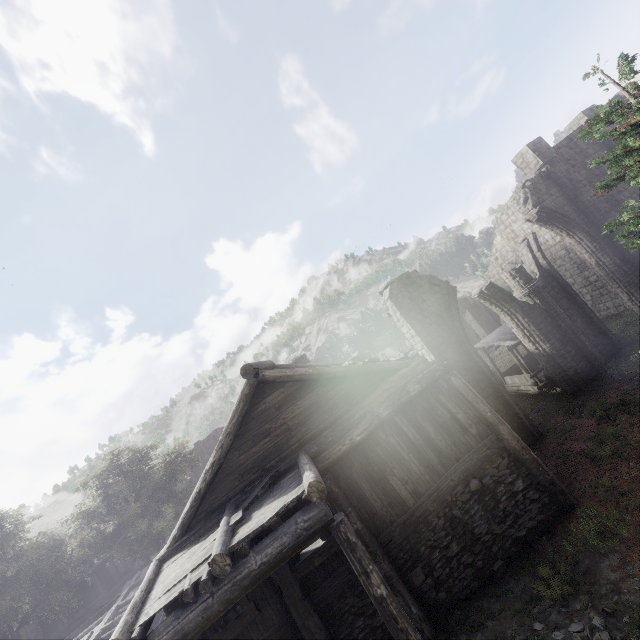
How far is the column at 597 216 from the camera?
17.94m

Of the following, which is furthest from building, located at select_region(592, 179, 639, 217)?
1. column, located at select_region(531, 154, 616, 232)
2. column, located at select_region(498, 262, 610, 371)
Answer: column, located at select_region(498, 262, 610, 371)

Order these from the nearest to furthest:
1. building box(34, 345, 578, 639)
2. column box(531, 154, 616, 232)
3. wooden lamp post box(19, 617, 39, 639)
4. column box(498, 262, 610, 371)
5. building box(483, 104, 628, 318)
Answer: building box(34, 345, 578, 639)
column box(498, 262, 610, 371)
wooden lamp post box(19, 617, 39, 639)
column box(531, 154, 616, 232)
building box(483, 104, 628, 318)

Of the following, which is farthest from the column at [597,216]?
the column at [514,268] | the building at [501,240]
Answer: the column at [514,268]

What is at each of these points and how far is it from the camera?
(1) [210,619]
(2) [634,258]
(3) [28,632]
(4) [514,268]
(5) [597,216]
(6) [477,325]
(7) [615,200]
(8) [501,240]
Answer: (1) building, 6.0m
(2) column, 17.5m
(3) wooden lamp post, 17.4m
(4) column, 15.6m
(5) column, 18.0m
(6) building, 32.0m
(7) building, 19.0m
(8) building, 24.6m

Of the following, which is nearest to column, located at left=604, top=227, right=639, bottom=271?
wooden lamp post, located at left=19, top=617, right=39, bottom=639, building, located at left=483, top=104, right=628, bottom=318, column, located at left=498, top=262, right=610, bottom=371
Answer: building, located at left=483, top=104, right=628, bottom=318

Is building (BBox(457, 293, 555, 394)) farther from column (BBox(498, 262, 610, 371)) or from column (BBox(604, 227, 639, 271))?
column (BBox(498, 262, 610, 371))

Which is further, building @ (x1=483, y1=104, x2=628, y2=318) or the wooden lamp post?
building @ (x1=483, y1=104, x2=628, y2=318)
